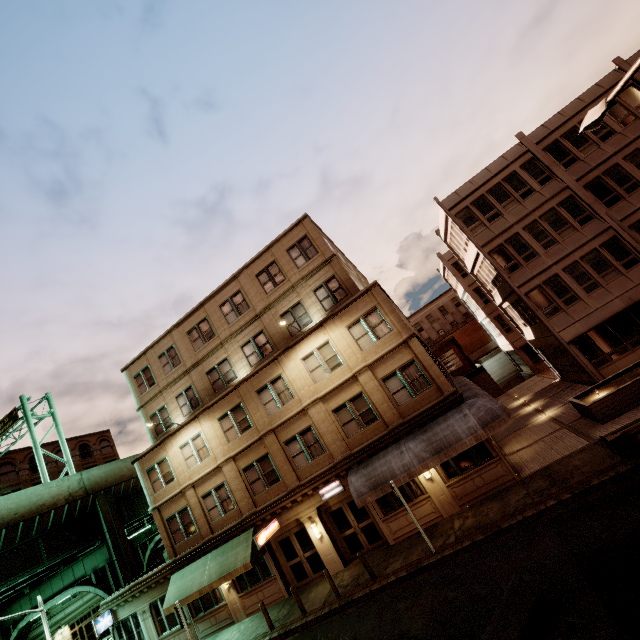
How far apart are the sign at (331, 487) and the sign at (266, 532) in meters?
3.1 m

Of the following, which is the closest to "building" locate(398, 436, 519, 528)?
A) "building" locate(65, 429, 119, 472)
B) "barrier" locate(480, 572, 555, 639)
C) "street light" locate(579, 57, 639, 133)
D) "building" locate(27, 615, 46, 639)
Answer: "barrier" locate(480, 572, 555, 639)

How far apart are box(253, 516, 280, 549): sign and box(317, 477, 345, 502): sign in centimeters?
308cm

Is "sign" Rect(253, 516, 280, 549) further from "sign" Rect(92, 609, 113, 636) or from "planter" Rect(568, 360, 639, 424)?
"planter" Rect(568, 360, 639, 424)

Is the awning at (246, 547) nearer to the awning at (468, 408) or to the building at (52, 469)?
the awning at (468, 408)

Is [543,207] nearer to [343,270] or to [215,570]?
[343,270]

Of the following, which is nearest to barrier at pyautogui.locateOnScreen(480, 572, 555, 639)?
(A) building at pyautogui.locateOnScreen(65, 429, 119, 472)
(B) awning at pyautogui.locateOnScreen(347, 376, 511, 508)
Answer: (B) awning at pyautogui.locateOnScreen(347, 376, 511, 508)

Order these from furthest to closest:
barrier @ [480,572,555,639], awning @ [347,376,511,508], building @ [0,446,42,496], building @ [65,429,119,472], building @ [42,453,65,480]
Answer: building @ [65,429,119,472]
building @ [42,453,65,480]
building @ [0,446,42,496]
awning @ [347,376,511,508]
barrier @ [480,572,555,639]
